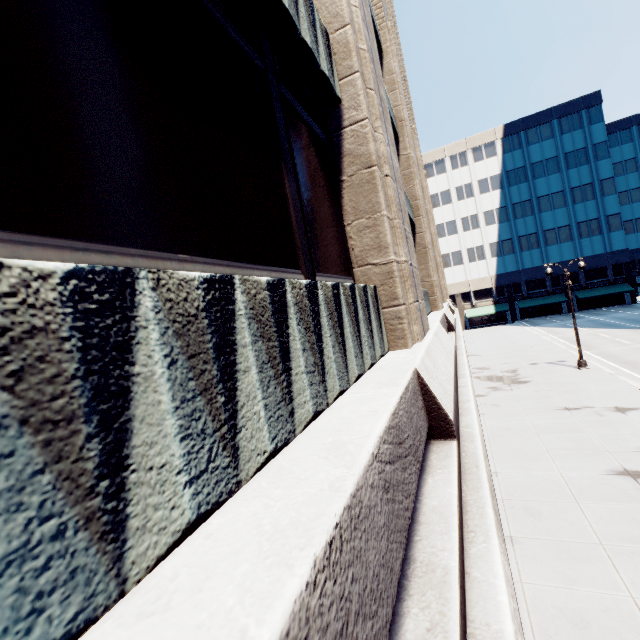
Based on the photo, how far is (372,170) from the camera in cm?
479
